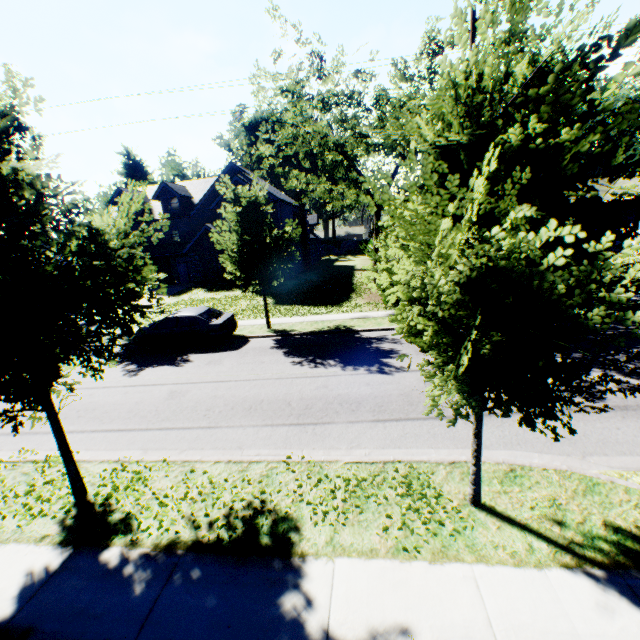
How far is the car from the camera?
14.49m

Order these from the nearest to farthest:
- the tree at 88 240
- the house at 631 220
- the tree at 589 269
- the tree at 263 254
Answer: the tree at 589 269
the tree at 88 240
the tree at 263 254
the house at 631 220

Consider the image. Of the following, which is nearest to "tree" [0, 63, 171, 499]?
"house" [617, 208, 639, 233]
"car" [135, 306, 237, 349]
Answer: "car" [135, 306, 237, 349]

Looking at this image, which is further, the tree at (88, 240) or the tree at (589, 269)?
the tree at (88, 240)

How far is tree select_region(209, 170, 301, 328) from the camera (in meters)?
14.21

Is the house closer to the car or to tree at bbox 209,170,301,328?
tree at bbox 209,170,301,328

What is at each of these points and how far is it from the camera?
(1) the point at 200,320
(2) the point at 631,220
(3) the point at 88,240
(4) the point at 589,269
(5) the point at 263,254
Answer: (1) car, 14.5m
(2) house, 37.0m
(3) tree, 5.2m
(4) tree, 2.5m
(5) tree, 15.2m
